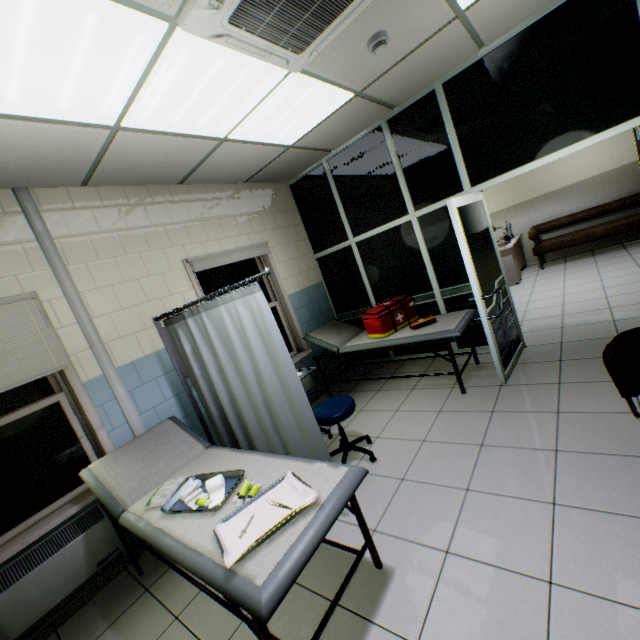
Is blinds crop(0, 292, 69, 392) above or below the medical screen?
above

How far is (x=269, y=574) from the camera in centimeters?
129cm

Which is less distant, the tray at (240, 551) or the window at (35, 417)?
the tray at (240, 551)

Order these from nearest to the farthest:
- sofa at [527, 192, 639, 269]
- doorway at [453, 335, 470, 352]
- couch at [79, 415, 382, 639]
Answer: couch at [79, 415, 382, 639] < doorway at [453, 335, 470, 352] < sofa at [527, 192, 639, 269]

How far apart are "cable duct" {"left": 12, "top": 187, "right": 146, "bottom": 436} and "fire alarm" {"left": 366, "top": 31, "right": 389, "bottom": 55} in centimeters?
302cm

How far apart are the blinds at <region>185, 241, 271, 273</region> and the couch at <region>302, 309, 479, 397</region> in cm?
125

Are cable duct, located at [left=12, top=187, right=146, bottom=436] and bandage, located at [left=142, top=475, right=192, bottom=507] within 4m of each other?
yes

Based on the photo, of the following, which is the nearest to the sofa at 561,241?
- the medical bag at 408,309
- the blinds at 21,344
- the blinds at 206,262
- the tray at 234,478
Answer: the medical bag at 408,309
